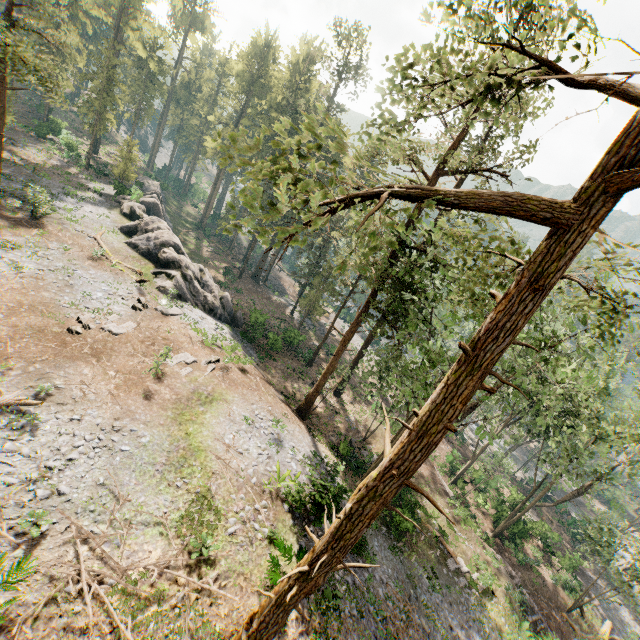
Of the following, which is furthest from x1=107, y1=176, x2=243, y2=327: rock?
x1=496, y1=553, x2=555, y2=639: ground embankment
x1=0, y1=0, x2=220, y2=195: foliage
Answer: x1=496, y1=553, x2=555, y2=639: ground embankment

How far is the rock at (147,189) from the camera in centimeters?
2823cm

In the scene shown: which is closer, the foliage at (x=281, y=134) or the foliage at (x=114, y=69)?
the foliage at (x=281, y=134)

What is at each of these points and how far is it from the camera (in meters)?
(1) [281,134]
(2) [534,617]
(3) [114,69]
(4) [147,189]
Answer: (1) foliage, 4.39
(2) ground embankment, 23.52
(3) foliage, 38.19
(4) rock, 48.84

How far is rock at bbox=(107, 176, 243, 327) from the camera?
28.23m
